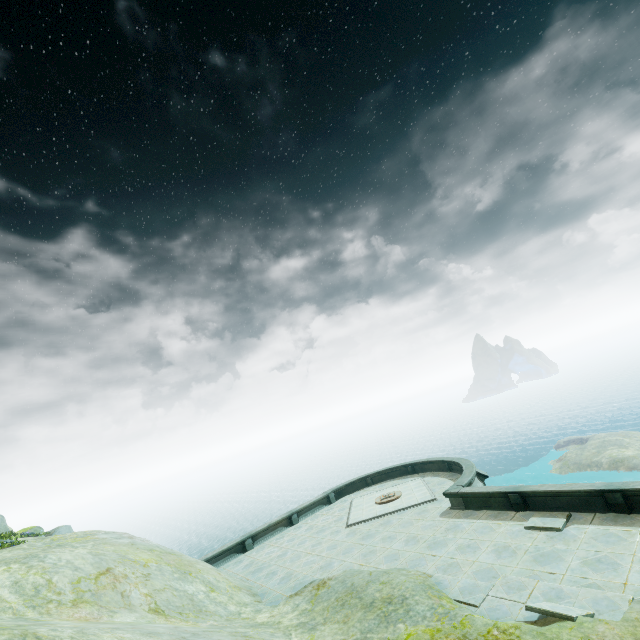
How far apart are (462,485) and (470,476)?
1.3 meters
